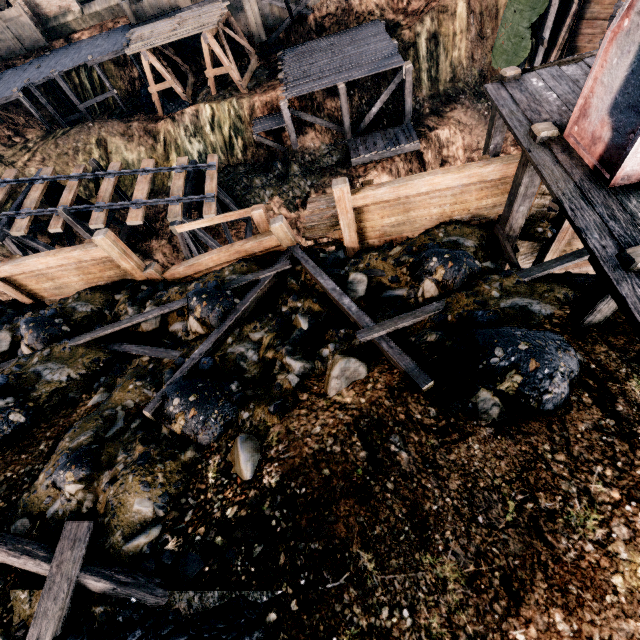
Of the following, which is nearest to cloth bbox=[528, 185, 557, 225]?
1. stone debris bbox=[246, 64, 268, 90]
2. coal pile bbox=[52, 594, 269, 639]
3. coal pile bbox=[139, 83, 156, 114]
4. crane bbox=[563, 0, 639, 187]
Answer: crane bbox=[563, 0, 639, 187]

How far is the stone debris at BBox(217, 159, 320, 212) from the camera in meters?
23.2 m

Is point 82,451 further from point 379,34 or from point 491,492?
point 379,34

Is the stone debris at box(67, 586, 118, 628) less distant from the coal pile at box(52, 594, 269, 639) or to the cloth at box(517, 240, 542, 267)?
the coal pile at box(52, 594, 269, 639)

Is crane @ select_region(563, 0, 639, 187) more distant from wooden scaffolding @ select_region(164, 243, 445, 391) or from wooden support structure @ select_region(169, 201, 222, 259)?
wooden support structure @ select_region(169, 201, 222, 259)

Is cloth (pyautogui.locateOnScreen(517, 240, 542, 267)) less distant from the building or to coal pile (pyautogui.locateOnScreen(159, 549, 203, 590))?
coal pile (pyautogui.locateOnScreen(159, 549, 203, 590))

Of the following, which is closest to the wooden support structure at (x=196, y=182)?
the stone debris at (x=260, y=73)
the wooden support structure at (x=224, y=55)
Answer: the stone debris at (x=260, y=73)

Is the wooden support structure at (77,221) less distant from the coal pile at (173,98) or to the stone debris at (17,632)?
the stone debris at (17,632)
